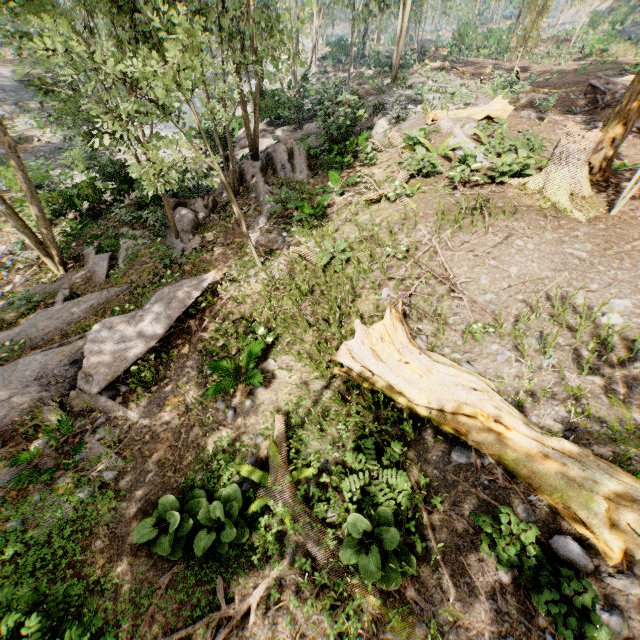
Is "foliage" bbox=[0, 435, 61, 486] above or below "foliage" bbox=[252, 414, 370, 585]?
below

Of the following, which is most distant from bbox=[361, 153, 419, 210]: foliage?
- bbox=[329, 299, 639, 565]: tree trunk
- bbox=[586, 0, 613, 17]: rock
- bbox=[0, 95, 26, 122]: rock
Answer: bbox=[329, 299, 639, 565]: tree trunk

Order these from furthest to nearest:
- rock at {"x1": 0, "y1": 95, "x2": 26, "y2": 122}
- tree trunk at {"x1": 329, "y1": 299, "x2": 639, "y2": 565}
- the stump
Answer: rock at {"x1": 0, "y1": 95, "x2": 26, "y2": 122} → the stump → tree trunk at {"x1": 329, "y1": 299, "x2": 639, "y2": 565}

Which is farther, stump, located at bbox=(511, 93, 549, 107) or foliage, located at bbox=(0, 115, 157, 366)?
stump, located at bbox=(511, 93, 549, 107)

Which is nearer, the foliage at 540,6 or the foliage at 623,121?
the foliage at 623,121

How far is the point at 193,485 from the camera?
5.9 meters

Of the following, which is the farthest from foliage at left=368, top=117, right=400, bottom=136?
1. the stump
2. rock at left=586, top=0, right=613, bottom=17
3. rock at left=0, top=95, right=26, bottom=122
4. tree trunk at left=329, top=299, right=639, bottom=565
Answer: tree trunk at left=329, top=299, right=639, bottom=565

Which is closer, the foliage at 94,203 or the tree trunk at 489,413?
the tree trunk at 489,413
